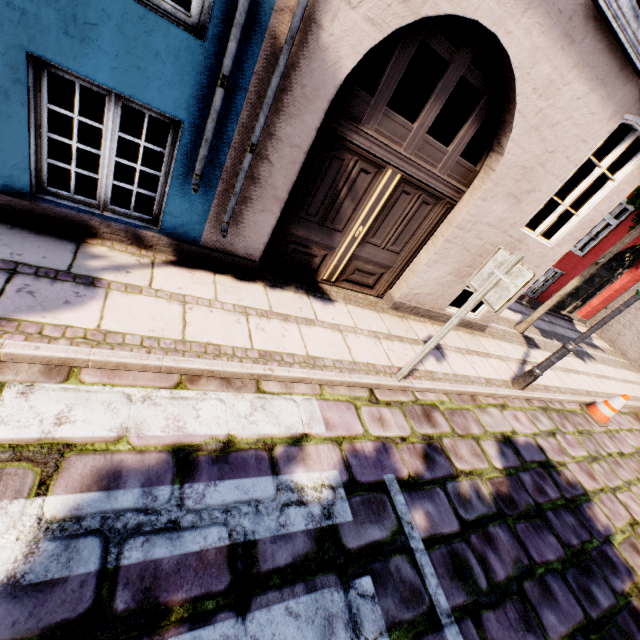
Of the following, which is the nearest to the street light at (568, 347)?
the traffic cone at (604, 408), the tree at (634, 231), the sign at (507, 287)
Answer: the tree at (634, 231)

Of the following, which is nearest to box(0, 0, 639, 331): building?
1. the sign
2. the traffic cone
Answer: the sign

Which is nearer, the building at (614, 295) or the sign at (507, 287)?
the sign at (507, 287)

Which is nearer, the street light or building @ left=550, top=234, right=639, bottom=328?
the street light

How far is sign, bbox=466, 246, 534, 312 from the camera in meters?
3.0

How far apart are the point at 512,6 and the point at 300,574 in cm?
511

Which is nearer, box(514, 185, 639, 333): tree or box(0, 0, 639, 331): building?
box(0, 0, 639, 331): building
